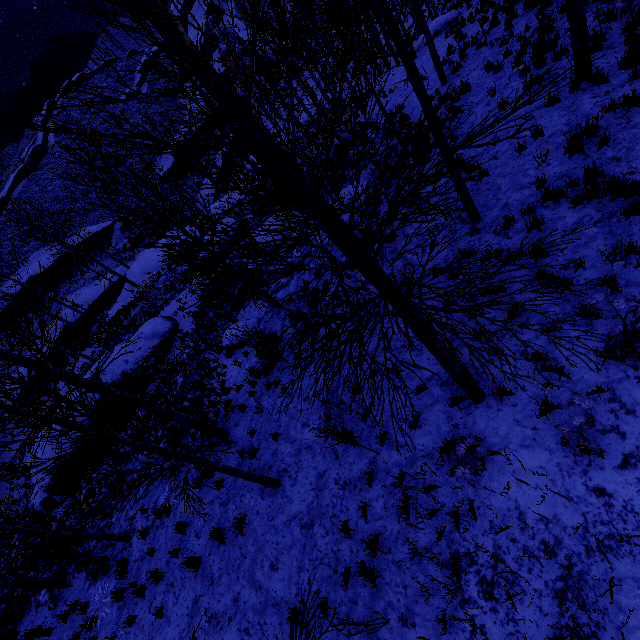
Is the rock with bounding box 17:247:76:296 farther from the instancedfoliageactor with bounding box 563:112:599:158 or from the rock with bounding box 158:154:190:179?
the instancedfoliageactor with bounding box 563:112:599:158

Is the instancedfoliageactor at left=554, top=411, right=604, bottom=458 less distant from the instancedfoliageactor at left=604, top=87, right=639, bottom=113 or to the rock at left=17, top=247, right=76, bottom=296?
the instancedfoliageactor at left=604, top=87, right=639, bottom=113

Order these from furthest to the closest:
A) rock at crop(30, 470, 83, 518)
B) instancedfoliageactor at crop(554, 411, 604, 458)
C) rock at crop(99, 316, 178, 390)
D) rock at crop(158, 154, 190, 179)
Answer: rock at crop(158, 154, 190, 179) < rock at crop(99, 316, 178, 390) < rock at crop(30, 470, 83, 518) < instancedfoliageactor at crop(554, 411, 604, 458)

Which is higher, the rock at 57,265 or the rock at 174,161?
the rock at 57,265

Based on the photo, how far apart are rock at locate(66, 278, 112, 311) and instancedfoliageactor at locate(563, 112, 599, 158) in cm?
4029

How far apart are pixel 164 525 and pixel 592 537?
10.48m

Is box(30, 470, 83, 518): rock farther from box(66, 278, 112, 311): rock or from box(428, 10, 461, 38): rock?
box(428, 10, 461, 38): rock

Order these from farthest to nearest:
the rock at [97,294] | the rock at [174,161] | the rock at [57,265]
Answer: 1. the rock at [174,161]
2. the rock at [57,265]
3. the rock at [97,294]
